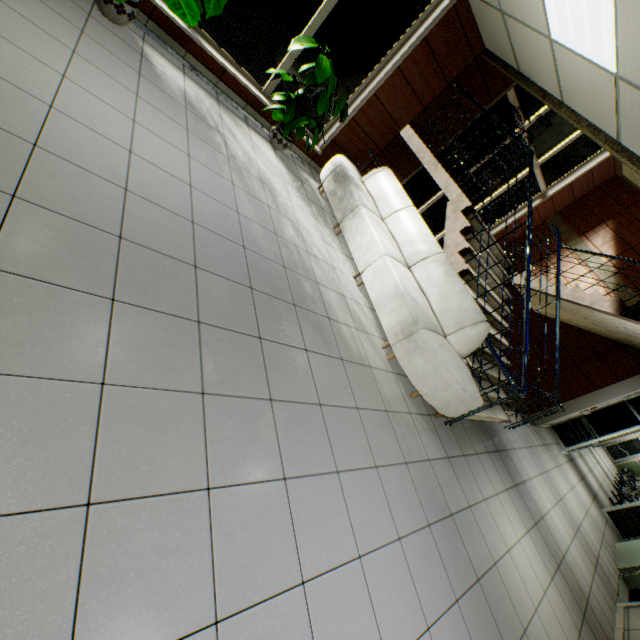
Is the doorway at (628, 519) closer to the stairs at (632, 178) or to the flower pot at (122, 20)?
the stairs at (632, 178)

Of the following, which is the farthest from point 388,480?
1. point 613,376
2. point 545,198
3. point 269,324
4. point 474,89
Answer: point 545,198

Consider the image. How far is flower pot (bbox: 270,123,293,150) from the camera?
4.99m

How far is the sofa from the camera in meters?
3.6 m

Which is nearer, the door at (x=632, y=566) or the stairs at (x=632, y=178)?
the door at (x=632, y=566)

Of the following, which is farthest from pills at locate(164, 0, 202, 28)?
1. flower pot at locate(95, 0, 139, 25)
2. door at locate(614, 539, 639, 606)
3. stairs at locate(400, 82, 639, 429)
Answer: door at locate(614, 539, 639, 606)

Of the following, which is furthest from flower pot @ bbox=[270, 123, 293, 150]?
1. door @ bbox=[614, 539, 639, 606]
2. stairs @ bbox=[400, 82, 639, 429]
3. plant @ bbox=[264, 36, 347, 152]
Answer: door @ bbox=[614, 539, 639, 606]

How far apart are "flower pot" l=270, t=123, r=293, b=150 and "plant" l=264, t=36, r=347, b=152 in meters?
0.7
